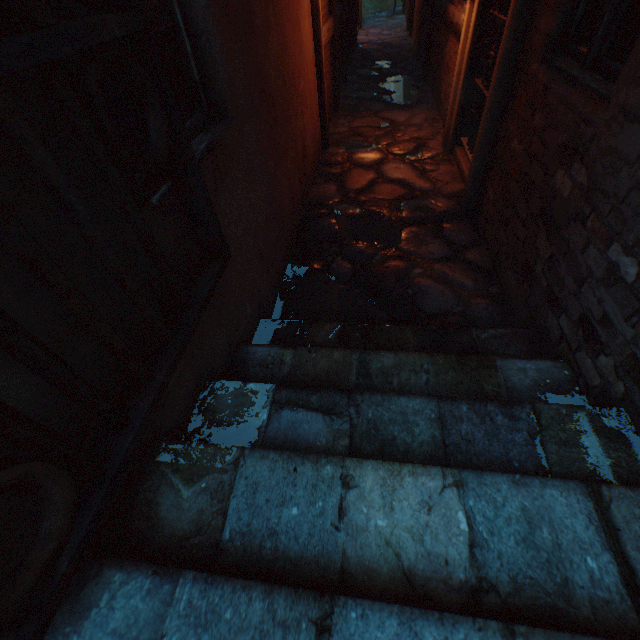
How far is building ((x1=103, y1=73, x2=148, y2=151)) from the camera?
1.2 meters

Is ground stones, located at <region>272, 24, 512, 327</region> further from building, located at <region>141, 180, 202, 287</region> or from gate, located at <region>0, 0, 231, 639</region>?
gate, located at <region>0, 0, 231, 639</region>

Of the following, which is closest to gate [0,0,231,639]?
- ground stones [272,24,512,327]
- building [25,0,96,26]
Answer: building [25,0,96,26]

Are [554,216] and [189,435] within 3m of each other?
yes

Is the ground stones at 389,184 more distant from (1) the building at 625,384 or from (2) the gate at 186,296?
(2) the gate at 186,296

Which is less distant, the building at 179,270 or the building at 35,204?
the building at 35,204

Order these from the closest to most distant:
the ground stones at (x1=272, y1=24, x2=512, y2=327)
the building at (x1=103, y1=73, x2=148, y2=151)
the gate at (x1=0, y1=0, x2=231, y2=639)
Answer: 1. the gate at (x1=0, y1=0, x2=231, y2=639)
2. the building at (x1=103, y1=73, x2=148, y2=151)
3. the ground stones at (x1=272, y1=24, x2=512, y2=327)
